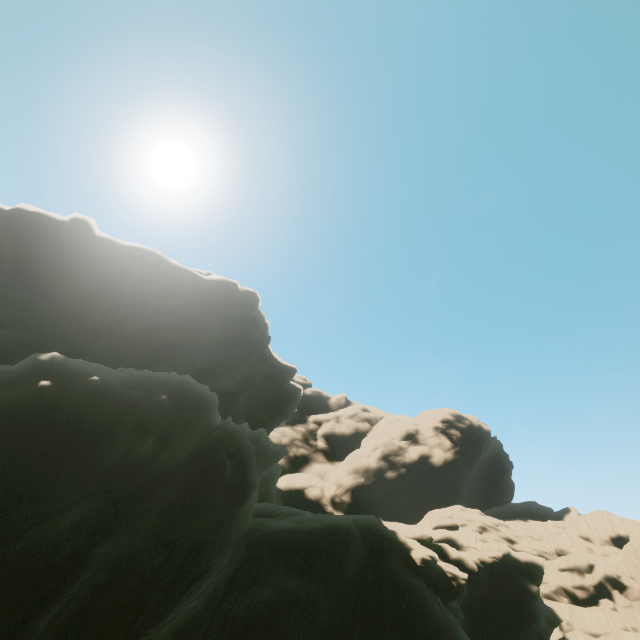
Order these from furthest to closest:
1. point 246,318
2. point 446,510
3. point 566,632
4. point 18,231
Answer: point 446,510 → point 246,318 → point 566,632 → point 18,231
